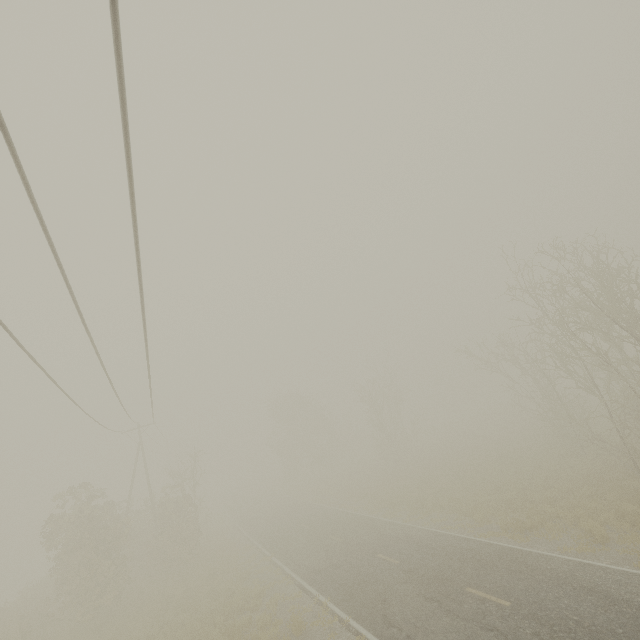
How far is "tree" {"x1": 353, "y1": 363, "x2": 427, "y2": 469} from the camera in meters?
39.0

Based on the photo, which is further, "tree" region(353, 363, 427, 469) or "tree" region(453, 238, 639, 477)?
"tree" region(353, 363, 427, 469)

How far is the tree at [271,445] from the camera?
47.28m

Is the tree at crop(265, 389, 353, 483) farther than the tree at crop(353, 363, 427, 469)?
Yes

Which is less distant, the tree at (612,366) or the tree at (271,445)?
the tree at (612,366)

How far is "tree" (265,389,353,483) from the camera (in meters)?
47.28

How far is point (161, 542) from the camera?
23.8m

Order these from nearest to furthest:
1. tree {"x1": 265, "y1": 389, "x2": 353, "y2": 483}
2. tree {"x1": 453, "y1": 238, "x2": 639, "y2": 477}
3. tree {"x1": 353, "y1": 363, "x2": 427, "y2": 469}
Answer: tree {"x1": 453, "y1": 238, "x2": 639, "y2": 477} → tree {"x1": 353, "y1": 363, "x2": 427, "y2": 469} → tree {"x1": 265, "y1": 389, "x2": 353, "y2": 483}
